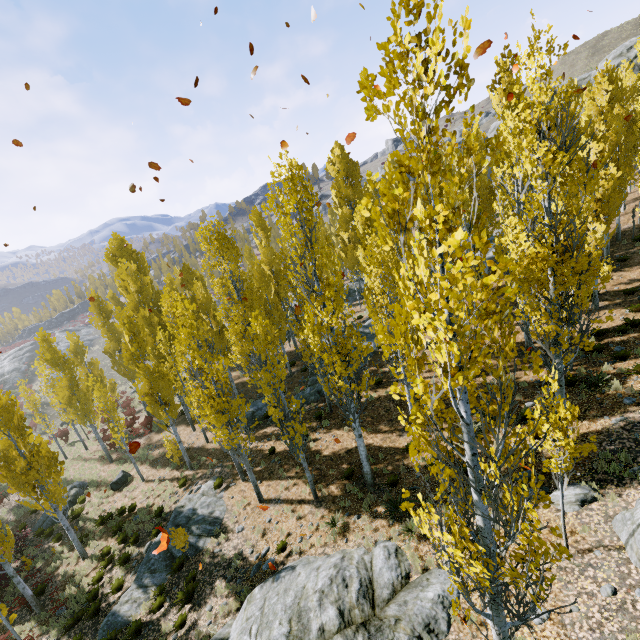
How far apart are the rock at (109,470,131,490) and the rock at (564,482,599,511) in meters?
24.4 m

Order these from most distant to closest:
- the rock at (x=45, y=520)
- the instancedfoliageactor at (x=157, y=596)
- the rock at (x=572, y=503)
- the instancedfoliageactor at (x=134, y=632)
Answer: the rock at (x=45, y=520)
the instancedfoliageactor at (x=157, y=596)
the instancedfoliageactor at (x=134, y=632)
the rock at (x=572, y=503)

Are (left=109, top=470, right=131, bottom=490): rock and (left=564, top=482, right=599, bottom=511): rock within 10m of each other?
no

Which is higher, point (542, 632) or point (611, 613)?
point (611, 613)

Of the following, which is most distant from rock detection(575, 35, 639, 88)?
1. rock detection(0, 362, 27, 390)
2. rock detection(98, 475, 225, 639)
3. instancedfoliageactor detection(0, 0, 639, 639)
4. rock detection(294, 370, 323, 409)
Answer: rock detection(0, 362, 27, 390)

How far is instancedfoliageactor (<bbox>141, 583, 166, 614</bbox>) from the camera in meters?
12.1 m

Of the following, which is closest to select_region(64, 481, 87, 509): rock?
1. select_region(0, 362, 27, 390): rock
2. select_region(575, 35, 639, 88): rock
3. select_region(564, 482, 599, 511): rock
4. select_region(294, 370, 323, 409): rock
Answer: select_region(294, 370, 323, 409): rock

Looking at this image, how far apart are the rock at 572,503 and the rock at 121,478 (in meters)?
24.42
